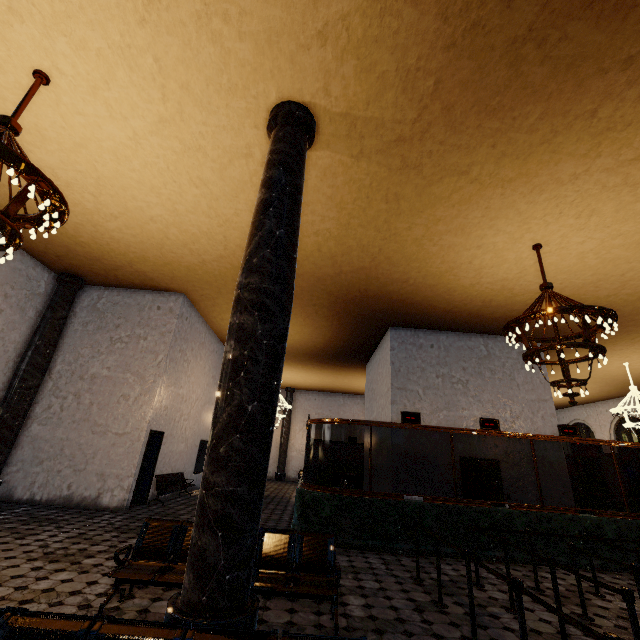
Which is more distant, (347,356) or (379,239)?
(347,356)
